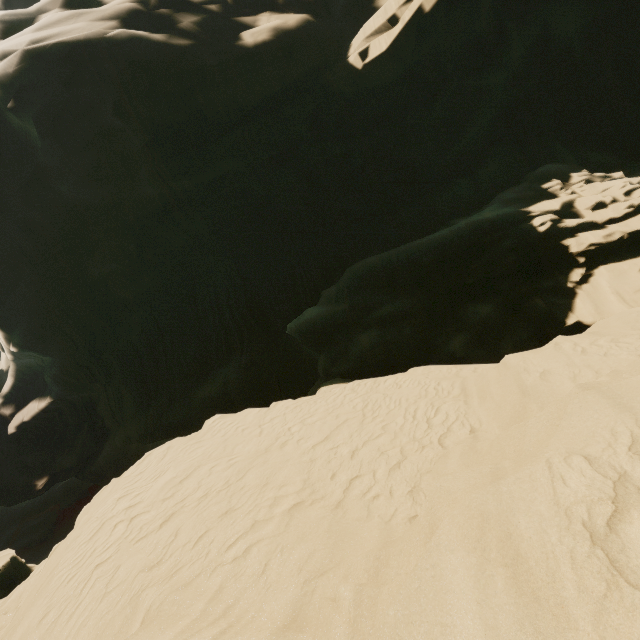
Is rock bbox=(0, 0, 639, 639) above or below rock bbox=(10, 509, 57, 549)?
above

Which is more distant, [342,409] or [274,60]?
[274,60]

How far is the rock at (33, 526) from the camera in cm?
3259

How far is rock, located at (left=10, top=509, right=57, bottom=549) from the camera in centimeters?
3259cm

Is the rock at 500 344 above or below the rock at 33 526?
above

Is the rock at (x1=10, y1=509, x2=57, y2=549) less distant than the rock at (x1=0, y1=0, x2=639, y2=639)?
No
